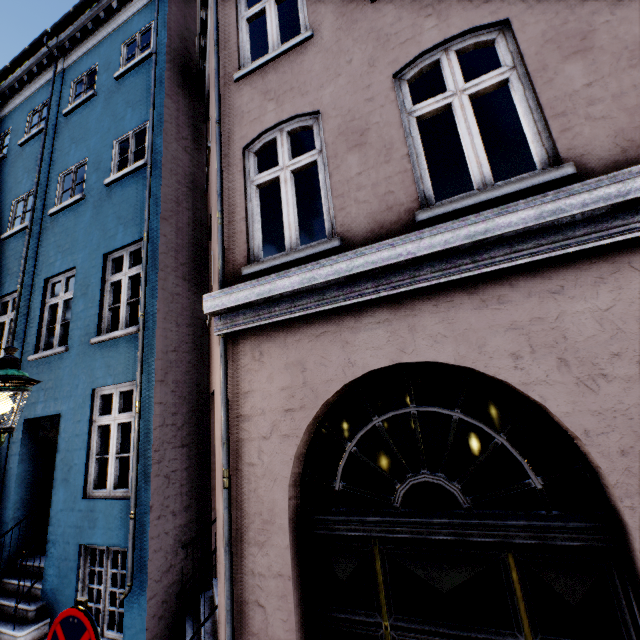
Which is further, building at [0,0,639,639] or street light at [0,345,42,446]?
street light at [0,345,42,446]

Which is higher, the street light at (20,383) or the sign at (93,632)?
the street light at (20,383)

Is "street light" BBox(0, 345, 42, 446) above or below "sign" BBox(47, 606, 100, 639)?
above

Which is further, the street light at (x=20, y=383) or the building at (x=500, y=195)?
the street light at (x=20, y=383)

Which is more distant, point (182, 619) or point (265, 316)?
point (182, 619)

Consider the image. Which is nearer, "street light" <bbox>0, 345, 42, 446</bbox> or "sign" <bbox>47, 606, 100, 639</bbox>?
"sign" <bbox>47, 606, 100, 639</bbox>
